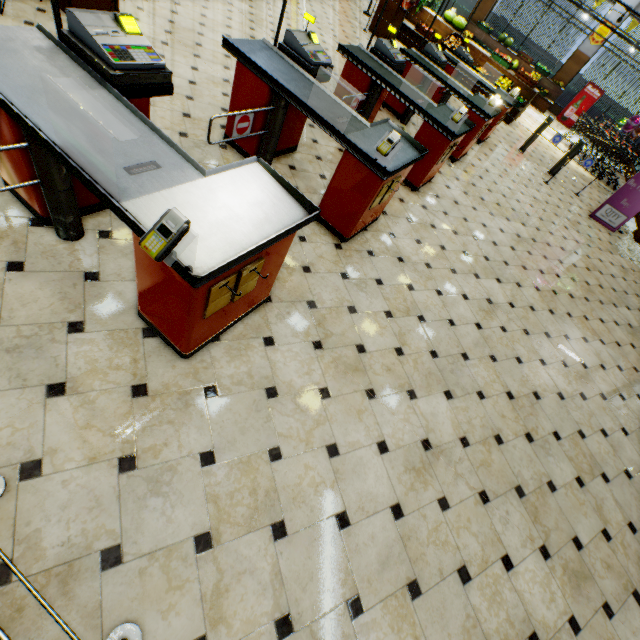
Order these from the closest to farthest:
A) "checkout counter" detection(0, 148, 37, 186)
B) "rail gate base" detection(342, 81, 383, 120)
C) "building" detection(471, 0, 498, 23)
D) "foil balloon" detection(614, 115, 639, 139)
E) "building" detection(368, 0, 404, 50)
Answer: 1. "checkout counter" detection(0, 148, 37, 186)
2. "rail gate base" detection(342, 81, 383, 120)
3. "building" detection(368, 0, 404, 50)
4. "foil balloon" detection(614, 115, 639, 139)
5. "building" detection(471, 0, 498, 23)

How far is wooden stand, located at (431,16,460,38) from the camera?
10.9m

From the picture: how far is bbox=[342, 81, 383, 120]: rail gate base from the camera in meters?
4.5 m

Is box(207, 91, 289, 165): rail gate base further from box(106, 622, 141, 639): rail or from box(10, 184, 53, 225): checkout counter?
box(106, 622, 141, 639): rail

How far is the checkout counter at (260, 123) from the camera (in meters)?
3.43

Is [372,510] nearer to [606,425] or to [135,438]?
[135,438]

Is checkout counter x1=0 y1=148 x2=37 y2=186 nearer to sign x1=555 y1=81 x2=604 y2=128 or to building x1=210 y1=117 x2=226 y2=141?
building x1=210 y1=117 x2=226 y2=141

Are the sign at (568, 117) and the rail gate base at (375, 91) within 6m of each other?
no
